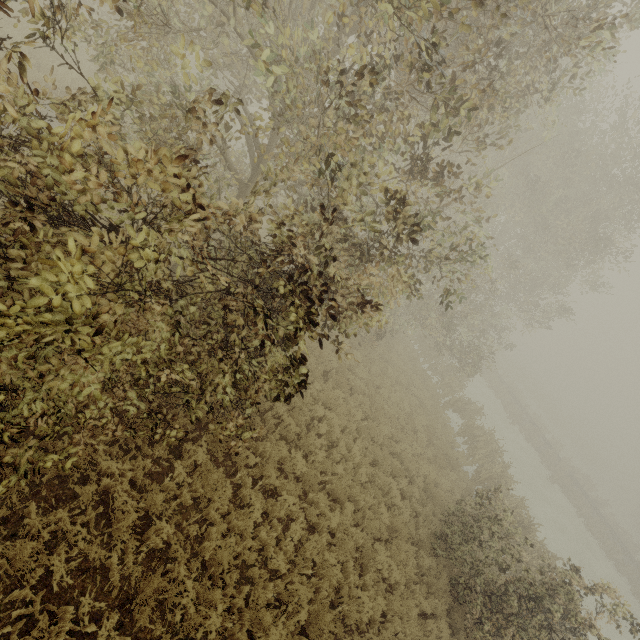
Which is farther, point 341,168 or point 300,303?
A: point 341,168
